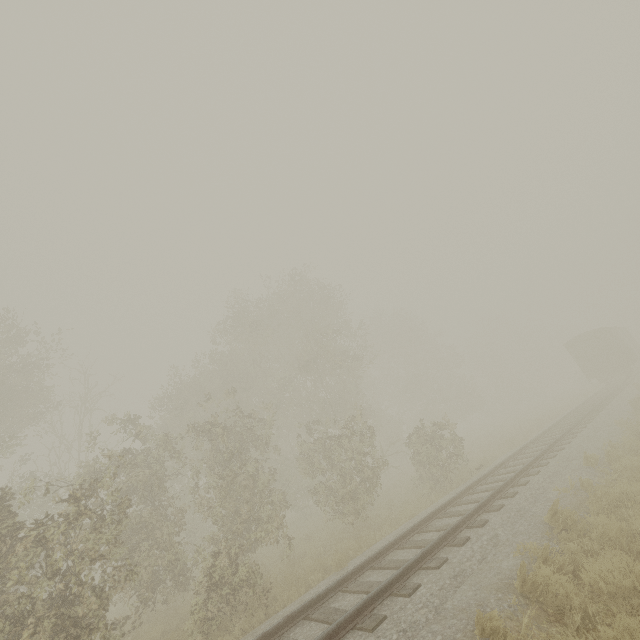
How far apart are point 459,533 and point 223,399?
17.54m
